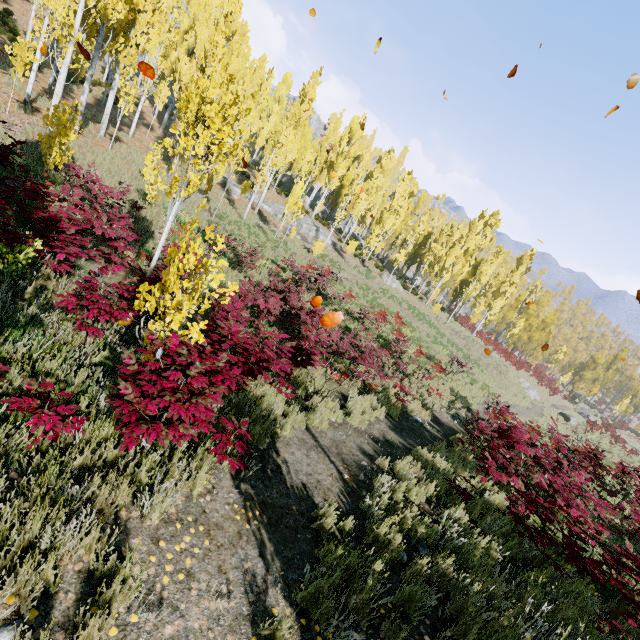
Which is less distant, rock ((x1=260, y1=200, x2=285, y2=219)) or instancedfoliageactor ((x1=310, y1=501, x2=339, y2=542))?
instancedfoliageactor ((x1=310, y1=501, x2=339, y2=542))

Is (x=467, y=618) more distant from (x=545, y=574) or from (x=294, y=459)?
(x=294, y=459)

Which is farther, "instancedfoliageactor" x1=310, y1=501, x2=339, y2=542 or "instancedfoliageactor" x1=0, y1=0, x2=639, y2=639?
"instancedfoliageactor" x1=310, y1=501, x2=339, y2=542

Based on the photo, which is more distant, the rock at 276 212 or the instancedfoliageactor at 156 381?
the rock at 276 212

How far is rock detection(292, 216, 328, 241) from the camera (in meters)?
31.30
